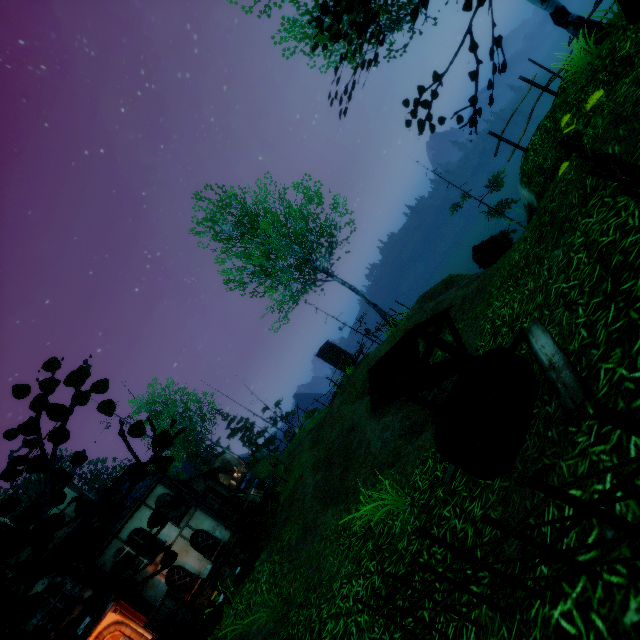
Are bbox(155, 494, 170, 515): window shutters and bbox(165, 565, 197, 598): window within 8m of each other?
yes

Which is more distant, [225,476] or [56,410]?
[225,476]

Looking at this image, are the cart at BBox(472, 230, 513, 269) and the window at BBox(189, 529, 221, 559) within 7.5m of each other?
no

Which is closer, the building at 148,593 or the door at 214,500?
the building at 148,593

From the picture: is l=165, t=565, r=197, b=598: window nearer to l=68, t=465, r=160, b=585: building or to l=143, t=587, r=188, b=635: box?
l=68, t=465, r=160, b=585: building

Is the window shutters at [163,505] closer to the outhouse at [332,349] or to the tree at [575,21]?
the outhouse at [332,349]

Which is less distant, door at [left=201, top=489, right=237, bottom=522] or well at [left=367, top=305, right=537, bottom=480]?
well at [left=367, top=305, right=537, bottom=480]

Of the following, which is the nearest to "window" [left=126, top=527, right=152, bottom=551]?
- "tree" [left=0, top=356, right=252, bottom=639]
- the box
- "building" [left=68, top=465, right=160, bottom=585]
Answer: "building" [left=68, top=465, right=160, bottom=585]
